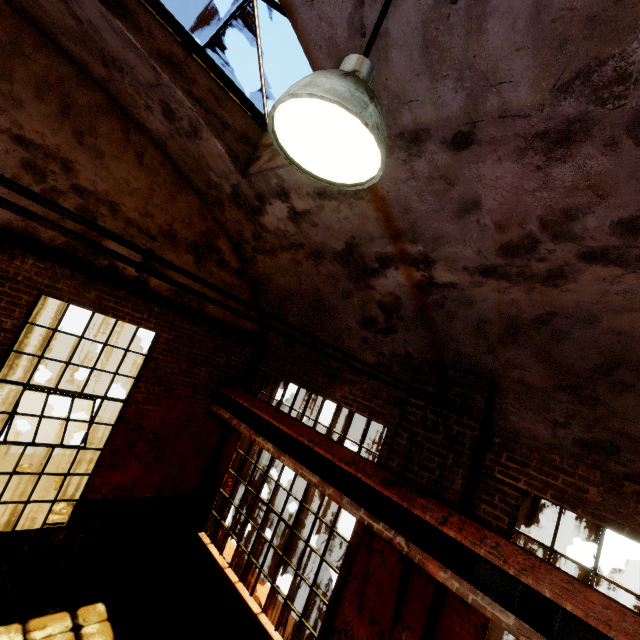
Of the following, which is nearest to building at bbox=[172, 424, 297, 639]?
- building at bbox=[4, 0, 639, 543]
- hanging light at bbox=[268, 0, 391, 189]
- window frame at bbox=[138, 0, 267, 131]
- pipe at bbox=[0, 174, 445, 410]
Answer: building at bbox=[4, 0, 639, 543]

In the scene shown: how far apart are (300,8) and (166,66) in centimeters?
226cm

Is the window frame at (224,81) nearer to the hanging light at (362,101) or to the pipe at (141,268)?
the hanging light at (362,101)

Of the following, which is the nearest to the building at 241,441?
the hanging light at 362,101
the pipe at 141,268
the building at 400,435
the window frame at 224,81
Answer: the building at 400,435

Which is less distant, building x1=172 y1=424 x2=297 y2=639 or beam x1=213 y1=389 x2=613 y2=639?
beam x1=213 y1=389 x2=613 y2=639

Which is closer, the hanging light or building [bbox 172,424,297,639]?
the hanging light

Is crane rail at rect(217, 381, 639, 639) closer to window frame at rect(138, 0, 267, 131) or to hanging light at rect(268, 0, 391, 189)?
hanging light at rect(268, 0, 391, 189)

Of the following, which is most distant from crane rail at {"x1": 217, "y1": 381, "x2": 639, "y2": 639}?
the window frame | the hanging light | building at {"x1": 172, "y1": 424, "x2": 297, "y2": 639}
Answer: the window frame
